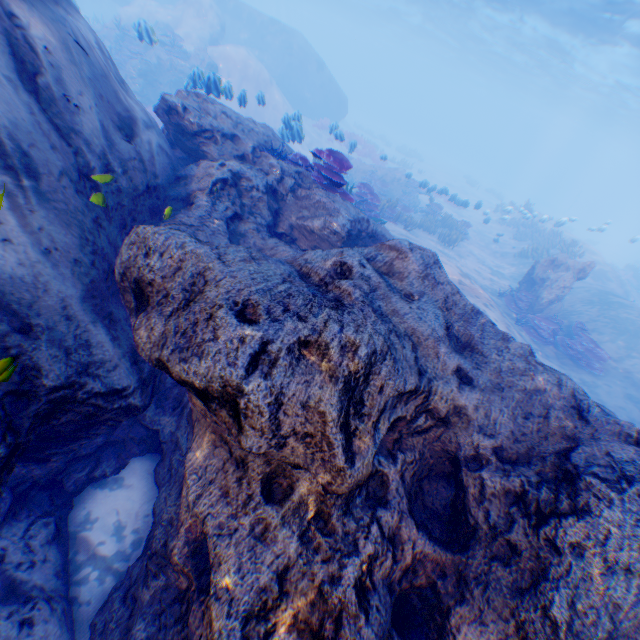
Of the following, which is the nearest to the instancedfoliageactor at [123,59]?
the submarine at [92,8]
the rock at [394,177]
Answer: the submarine at [92,8]

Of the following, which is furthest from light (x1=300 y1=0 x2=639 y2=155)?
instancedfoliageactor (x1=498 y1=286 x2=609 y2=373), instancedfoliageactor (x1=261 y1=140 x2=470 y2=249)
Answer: instancedfoliageactor (x1=498 y1=286 x2=609 y2=373)

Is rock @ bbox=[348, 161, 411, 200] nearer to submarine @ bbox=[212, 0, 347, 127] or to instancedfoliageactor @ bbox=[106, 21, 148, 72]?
submarine @ bbox=[212, 0, 347, 127]

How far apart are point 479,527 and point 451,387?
1.17m

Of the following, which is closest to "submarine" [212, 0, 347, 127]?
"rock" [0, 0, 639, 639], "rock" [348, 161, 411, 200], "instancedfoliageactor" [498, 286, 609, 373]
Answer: "rock" [0, 0, 639, 639]

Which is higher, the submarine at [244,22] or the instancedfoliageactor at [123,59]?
the submarine at [244,22]

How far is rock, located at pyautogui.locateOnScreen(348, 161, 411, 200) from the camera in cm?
2073

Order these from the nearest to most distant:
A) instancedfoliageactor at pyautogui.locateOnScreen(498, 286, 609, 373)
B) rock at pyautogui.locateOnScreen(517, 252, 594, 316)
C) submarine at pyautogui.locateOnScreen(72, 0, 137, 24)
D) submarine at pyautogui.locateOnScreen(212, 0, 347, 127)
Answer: instancedfoliageactor at pyautogui.locateOnScreen(498, 286, 609, 373)
rock at pyautogui.locateOnScreen(517, 252, 594, 316)
submarine at pyautogui.locateOnScreen(72, 0, 137, 24)
submarine at pyautogui.locateOnScreen(212, 0, 347, 127)
